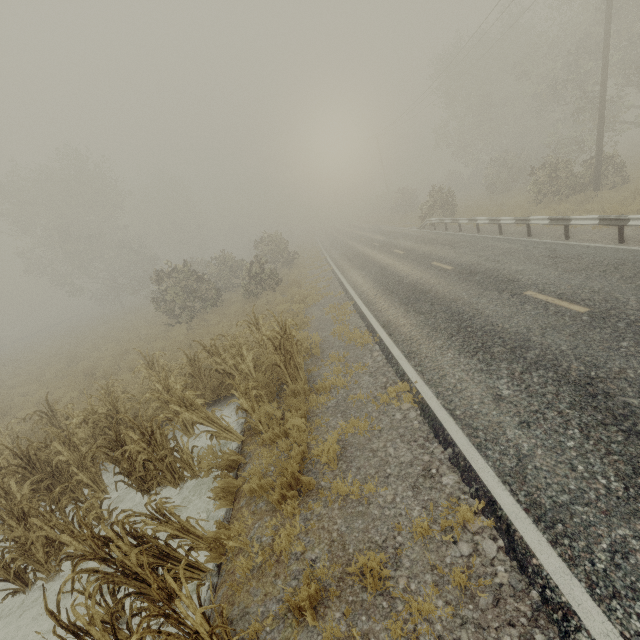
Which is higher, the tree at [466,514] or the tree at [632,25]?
the tree at [632,25]

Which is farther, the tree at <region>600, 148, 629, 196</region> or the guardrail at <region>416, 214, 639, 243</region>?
the tree at <region>600, 148, 629, 196</region>

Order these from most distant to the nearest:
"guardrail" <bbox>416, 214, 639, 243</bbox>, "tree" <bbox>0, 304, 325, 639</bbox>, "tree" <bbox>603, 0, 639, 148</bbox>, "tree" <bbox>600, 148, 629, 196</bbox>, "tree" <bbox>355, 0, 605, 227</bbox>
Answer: "tree" <bbox>355, 0, 605, 227</bbox>
"tree" <bbox>603, 0, 639, 148</bbox>
"tree" <bbox>600, 148, 629, 196</bbox>
"guardrail" <bbox>416, 214, 639, 243</bbox>
"tree" <bbox>0, 304, 325, 639</bbox>

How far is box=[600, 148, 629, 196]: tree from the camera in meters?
16.0

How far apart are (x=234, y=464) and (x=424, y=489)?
Answer: 3.6m

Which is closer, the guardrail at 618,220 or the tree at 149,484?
the tree at 149,484

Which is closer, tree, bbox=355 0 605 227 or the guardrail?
the guardrail
